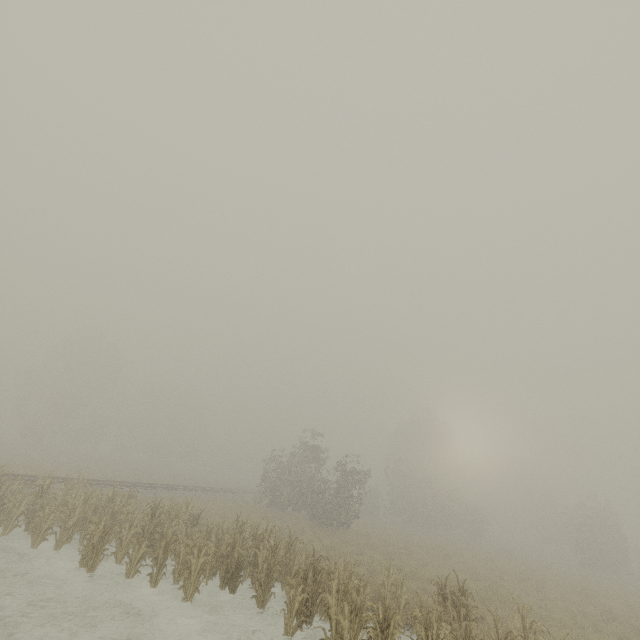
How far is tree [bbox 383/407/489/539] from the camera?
37.85m

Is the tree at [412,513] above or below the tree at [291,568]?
above

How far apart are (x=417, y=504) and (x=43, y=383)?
56.34m

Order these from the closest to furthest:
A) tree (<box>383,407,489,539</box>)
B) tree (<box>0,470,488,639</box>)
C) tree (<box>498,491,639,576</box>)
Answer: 1. tree (<box>0,470,488,639</box>)
2. tree (<box>498,491,639,576</box>)
3. tree (<box>383,407,489,539</box>)

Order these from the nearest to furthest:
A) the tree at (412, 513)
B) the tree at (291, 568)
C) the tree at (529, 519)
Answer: the tree at (291, 568) < the tree at (529, 519) < the tree at (412, 513)

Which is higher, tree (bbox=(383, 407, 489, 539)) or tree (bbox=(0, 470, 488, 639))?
tree (bbox=(383, 407, 489, 539))

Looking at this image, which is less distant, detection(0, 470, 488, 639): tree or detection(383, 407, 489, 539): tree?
detection(0, 470, 488, 639): tree
